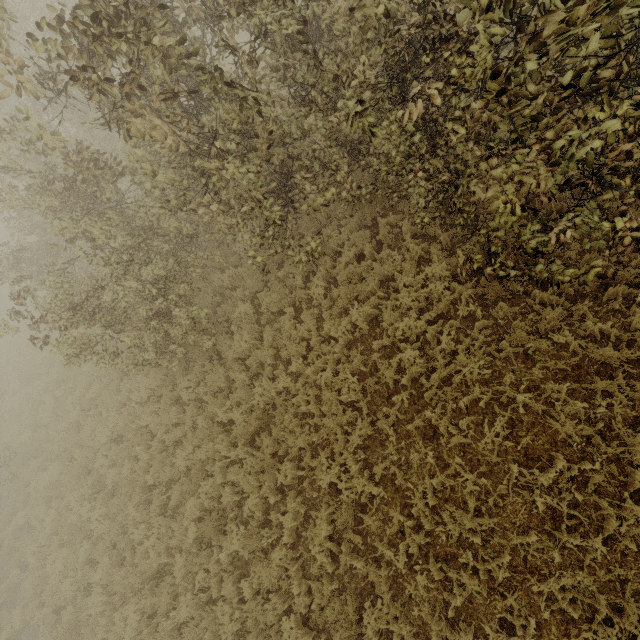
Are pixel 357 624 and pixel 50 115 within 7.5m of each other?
no
